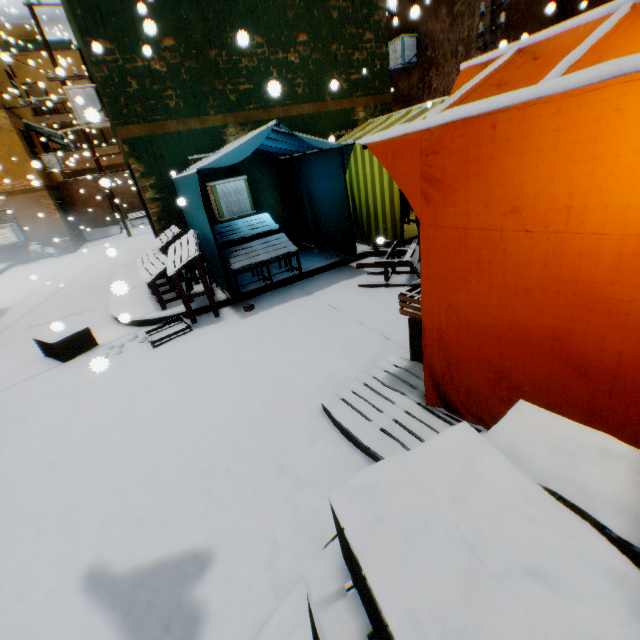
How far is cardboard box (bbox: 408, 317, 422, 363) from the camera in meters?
3.1 m

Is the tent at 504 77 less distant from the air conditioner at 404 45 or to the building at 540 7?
the building at 540 7

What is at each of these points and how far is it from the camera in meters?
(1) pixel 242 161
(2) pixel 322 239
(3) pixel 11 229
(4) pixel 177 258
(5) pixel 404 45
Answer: (1) tent, 7.4 m
(2) tent, 7.6 m
(3) window air conditioner, 14.3 m
(4) table, 5.2 m
(5) air conditioner, 11.4 m

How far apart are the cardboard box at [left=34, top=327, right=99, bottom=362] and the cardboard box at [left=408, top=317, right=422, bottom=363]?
5.1m

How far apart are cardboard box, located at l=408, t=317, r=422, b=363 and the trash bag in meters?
18.0 m

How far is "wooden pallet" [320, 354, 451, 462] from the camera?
2.5m

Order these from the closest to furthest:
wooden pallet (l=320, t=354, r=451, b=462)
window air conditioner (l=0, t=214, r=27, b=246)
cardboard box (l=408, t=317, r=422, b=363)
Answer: wooden pallet (l=320, t=354, r=451, b=462), cardboard box (l=408, t=317, r=422, b=363), window air conditioner (l=0, t=214, r=27, b=246)

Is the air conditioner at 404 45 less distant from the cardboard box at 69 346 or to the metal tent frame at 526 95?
the metal tent frame at 526 95
